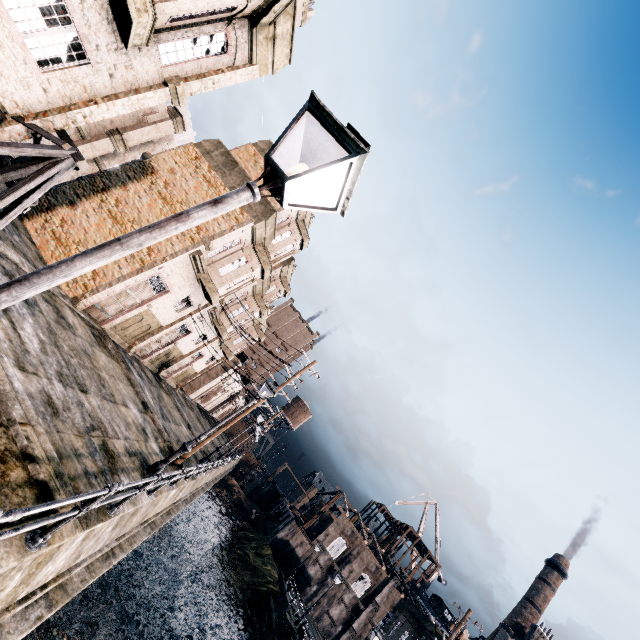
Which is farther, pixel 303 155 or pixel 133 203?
pixel 133 203

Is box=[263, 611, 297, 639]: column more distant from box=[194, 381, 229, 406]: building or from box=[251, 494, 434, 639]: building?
box=[194, 381, 229, 406]: building

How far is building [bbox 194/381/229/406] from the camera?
53.34m

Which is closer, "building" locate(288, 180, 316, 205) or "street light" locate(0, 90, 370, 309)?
"street light" locate(0, 90, 370, 309)

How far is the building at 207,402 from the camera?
53.3 meters

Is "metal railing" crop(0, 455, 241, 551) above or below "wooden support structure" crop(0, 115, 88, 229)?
below

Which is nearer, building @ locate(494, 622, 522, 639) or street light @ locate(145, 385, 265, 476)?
street light @ locate(145, 385, 265, 476)

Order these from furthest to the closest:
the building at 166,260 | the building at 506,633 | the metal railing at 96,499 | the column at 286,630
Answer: the building at 506,633 < the column at 286,630 < the building at 166,260 < the metal railing at 96,499
